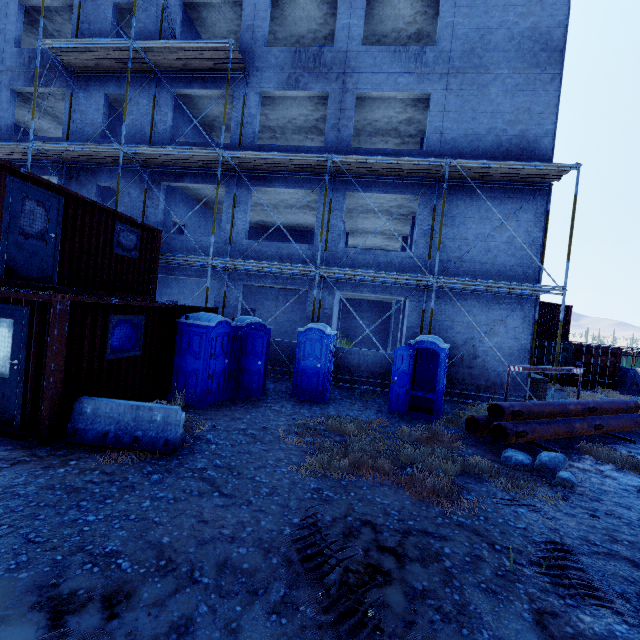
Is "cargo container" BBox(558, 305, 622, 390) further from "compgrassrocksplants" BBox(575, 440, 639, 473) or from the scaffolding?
Answer: "compgrassrocksplants" BBox(575, 440, 639, 473)

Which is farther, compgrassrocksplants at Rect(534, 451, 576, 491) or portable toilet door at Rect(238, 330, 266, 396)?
portable toilet door at Rect(238, 330, 266, 396)

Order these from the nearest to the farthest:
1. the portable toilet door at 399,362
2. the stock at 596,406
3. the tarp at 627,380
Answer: the stock at 596,406, the portable toilet door at 399,362, the tarp at 627,380

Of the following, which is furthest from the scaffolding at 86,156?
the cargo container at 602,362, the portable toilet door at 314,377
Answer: the cargo container at 602,362

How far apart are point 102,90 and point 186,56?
4.7m

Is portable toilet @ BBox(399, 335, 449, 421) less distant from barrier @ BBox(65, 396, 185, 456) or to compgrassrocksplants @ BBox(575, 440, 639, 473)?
compgrassrocksplants @ BBox(575, 440, 639, 473)

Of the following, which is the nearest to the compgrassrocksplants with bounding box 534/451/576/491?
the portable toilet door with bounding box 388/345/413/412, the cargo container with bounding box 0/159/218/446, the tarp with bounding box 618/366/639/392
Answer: the portable toilet door with bounding box 388/345/413/412

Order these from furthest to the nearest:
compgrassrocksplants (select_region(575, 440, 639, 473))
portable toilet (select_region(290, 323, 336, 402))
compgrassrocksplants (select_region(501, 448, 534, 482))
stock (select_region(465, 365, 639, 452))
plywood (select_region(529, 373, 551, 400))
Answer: plywood (select_region(529, 373, 551, 400)) → portable toilet (select_region(290, 323, 336, 402)) → stock (select_region(465, 365, 639, 452)) → compgrassrocksplants (select_region(575, 440, 639, 473)) → compgrassrocksplants (select_region(501, 448, 534, 482))
